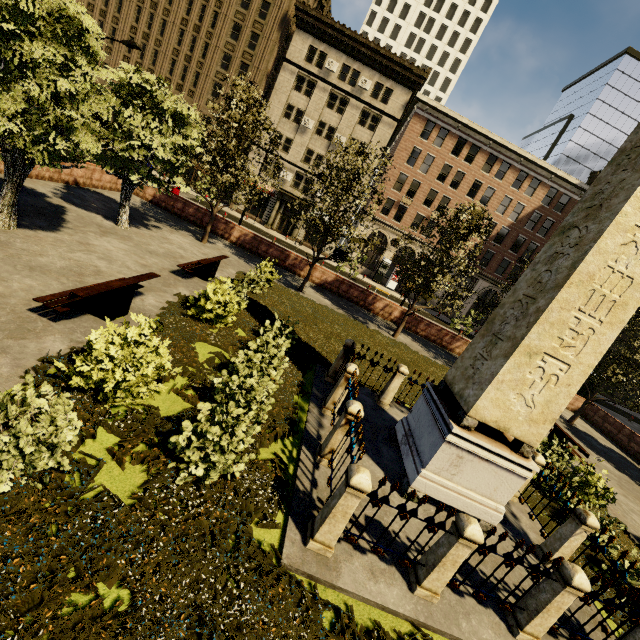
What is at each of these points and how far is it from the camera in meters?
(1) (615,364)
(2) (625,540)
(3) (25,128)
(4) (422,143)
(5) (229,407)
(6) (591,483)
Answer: (1) tree, 16.4 m
(2) plant, 9.0 m
(3) tree, 8.2 m
(4) building, 36.1 m
(5) tree, 5.0 m
(6) plant, 10.0 m

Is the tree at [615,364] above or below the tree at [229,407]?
above

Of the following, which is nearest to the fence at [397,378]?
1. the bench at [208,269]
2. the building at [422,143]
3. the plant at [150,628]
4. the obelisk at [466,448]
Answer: the plant at [150,628]

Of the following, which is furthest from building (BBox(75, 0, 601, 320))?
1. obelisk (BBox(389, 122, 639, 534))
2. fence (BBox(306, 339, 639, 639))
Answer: obelisk (BBox(389, 122, 639, 534))

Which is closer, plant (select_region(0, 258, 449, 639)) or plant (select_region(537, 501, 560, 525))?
plant (select_region(0, 258, 449, 639))

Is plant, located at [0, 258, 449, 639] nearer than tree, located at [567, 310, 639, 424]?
Yes

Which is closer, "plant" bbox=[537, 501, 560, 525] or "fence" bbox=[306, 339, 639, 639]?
"fence" bbox=[306, 339, 639, 639]

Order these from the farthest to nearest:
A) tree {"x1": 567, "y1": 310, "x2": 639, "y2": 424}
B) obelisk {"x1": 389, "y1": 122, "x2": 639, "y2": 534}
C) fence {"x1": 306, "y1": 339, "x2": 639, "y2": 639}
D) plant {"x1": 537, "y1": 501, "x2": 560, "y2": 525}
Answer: tree {"x1": 567, "y1": 310, "x2": 639, "y2": 424}
plant {"x1": 537, "y1": 501, "x2": 560, "y2": 525}
obelisk {"x1": 389, "y1": 122, "x2": 639, "y2": 534}
fence {"x1": 306, "y1": 339, "x2": 639, "y2": 639}
